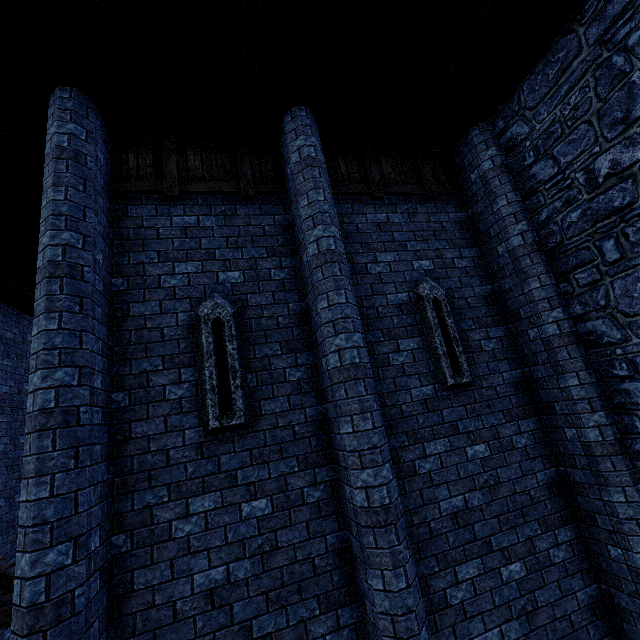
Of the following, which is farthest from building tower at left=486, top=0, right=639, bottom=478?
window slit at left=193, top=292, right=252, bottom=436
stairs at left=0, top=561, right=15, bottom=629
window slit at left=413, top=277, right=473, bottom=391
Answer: window slit at left=193, top=292, right=252, bottom=436

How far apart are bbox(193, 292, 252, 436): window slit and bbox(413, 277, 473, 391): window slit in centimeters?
276cm

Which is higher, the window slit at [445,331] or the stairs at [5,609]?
the window slit at [445,331]

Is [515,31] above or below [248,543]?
above

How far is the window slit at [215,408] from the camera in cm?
392

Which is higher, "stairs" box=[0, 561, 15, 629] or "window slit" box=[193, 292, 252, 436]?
"window slit" box=[193, 292, 252, 436]

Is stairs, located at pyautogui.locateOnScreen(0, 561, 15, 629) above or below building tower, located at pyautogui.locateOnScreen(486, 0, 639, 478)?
below

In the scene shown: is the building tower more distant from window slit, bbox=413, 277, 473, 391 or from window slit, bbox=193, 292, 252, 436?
window slit, bbox=193, 292, 252, 436
